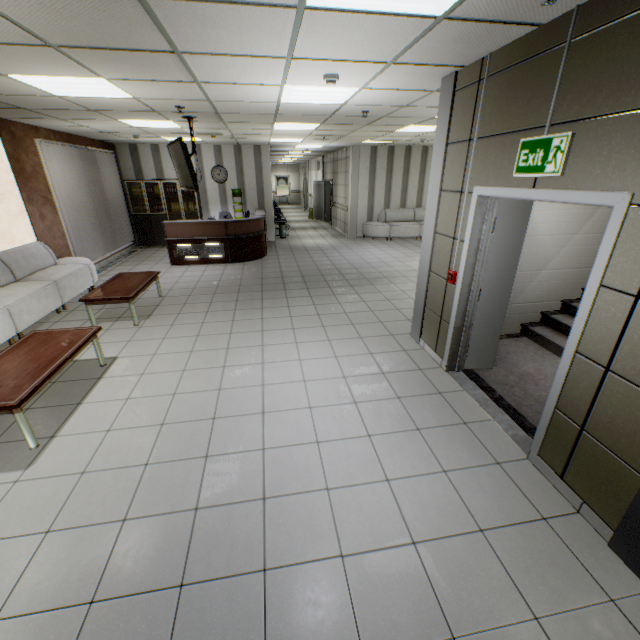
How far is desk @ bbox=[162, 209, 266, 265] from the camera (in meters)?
8.62

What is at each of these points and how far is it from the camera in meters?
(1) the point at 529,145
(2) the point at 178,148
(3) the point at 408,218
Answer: (1) exit sign, 2.5 m
(2) tv, 5.7 m
(3) sofa, 12.7 m

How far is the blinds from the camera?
7.3 meters

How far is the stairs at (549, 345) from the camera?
3.4 meters

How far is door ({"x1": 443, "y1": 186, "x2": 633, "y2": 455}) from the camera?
2.1m

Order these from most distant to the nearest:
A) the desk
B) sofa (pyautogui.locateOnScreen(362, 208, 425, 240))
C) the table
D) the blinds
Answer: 1. sofa (pyautogui.locateOnScreen(362, 208, 425, 240))
2. the desk
3. the blinds
4. the table

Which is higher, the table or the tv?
the tv

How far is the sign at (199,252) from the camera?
8.78m
